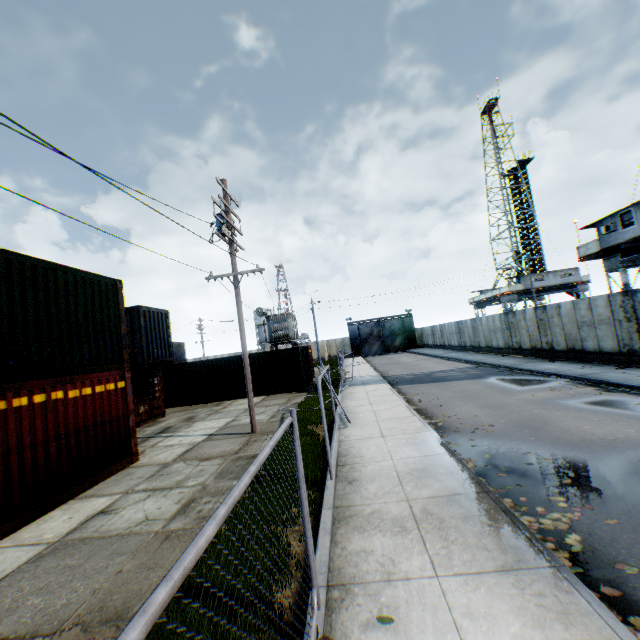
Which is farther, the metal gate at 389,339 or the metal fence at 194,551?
the metal gate at 389,339

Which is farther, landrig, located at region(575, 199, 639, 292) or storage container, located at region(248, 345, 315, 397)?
storage container, located at region(248, 345, 315, 397)

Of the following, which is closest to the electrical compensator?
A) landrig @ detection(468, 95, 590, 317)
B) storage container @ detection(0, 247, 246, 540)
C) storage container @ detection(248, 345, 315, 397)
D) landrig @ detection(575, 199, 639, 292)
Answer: storage container @ detection(248, 345, 315, 397)

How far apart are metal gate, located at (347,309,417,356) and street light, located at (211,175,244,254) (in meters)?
42.53

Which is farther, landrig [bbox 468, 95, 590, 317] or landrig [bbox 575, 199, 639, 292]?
landrig [bbox 468, 95, 590, 317]

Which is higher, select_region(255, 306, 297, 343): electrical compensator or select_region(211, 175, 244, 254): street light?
A: select_region(211, 175, 244, 254): street light

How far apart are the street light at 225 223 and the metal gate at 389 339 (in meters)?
42.53

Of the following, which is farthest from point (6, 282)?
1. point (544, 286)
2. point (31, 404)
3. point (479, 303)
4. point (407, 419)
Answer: point (479, 303)
